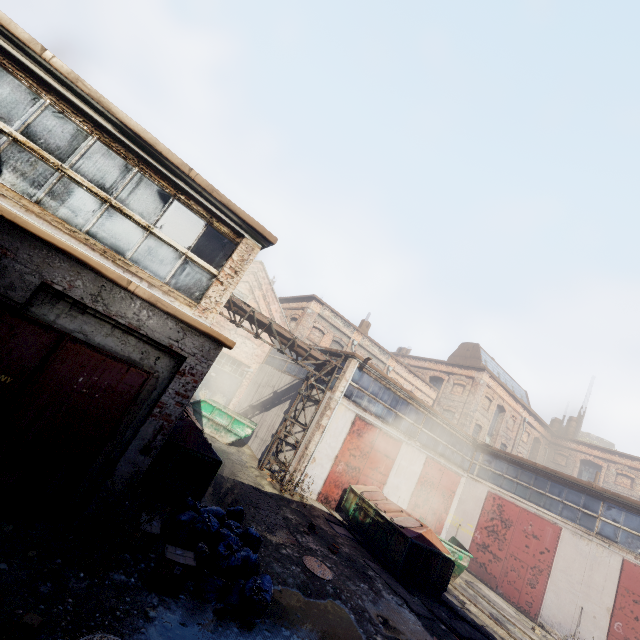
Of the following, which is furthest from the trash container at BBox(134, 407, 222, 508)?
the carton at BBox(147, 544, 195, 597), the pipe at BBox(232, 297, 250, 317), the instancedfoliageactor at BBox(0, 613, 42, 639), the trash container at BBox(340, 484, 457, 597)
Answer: the trash container at BBox(340, 484, 457, 597)

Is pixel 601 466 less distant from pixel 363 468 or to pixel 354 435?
pixel 363 468

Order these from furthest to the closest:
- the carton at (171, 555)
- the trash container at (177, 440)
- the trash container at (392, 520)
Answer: the trash container at (392, 520)
the trash container at (177, 440)
the carton at (171, 555)

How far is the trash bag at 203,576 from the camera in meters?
5.5

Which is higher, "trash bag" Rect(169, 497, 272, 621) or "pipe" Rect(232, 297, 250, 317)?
"pipe" Rect(232, 297, 250, 317)

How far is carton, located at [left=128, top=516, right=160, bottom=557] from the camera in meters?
5.4 m

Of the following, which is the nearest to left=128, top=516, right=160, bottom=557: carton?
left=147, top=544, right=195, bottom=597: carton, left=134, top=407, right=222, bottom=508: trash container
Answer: left=147, top=544, right=195, bottom=597: carton

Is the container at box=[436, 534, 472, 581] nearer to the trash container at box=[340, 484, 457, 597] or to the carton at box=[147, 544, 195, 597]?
the trash container at box=[340, 484, 457, 597]
